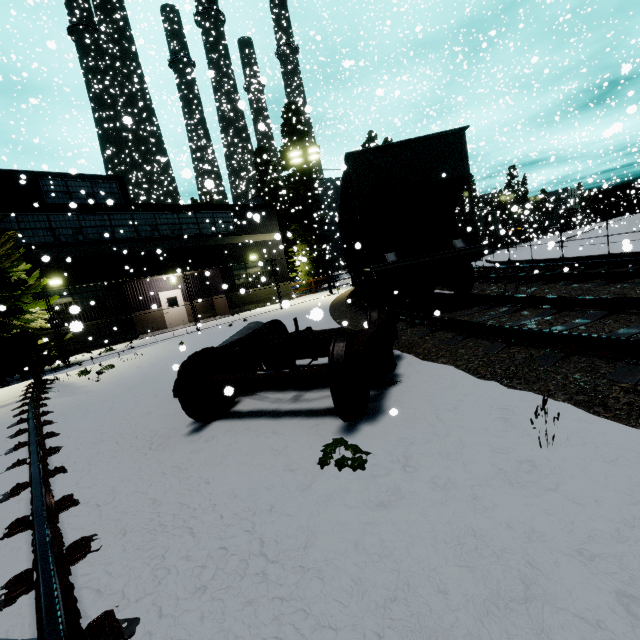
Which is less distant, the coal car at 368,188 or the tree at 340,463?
the tree at 340,463

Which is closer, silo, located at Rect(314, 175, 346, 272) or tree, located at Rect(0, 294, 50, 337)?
tree, located at Rect(0, 294, 50, 337)

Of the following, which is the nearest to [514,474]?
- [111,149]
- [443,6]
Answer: [111,149]

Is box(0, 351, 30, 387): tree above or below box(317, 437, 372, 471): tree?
above

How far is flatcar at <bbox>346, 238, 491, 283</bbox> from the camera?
7.82m

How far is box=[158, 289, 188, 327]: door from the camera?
21.8 meters

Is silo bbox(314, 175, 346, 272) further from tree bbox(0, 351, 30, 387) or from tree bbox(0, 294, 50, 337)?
tree bbox(0, 351, 30, 387)

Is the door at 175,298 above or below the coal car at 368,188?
below
